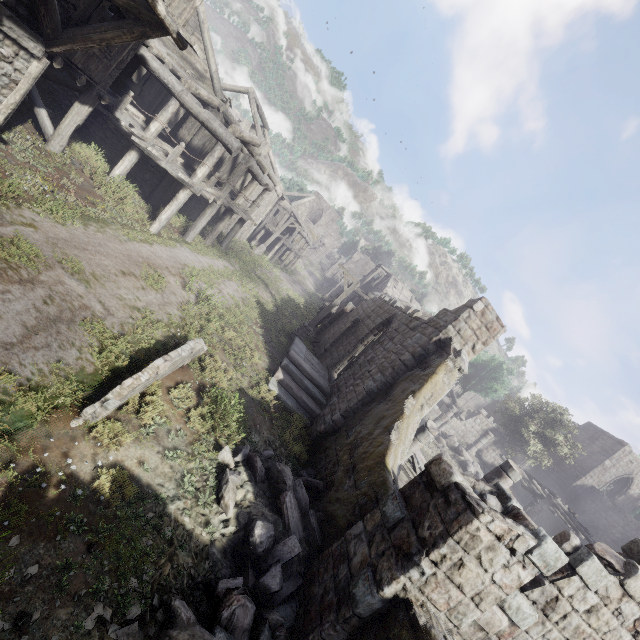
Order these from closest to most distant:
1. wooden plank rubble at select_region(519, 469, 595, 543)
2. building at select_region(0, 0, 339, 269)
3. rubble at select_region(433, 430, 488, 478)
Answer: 1. building at select_region(0, 0, 339, 269)
2. wooden plank rubble at select_region(519, 469, 595, 543)
3. rubble at select_region(433, 430, 488, 478)

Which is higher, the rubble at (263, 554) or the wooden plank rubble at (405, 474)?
the wooden plank rubble at (405, 474)

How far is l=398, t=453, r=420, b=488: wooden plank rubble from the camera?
10.5m

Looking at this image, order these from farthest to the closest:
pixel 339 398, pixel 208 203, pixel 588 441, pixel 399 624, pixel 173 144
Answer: pixel 588 441, pixel 208 203, pixel 173 144, pixel 339 398, pixel 399 624

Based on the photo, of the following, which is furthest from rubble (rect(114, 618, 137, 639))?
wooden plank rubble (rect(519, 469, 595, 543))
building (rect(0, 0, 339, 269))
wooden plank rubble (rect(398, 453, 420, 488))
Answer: wooden plank rubble (rect(519, 469, 595, 543))

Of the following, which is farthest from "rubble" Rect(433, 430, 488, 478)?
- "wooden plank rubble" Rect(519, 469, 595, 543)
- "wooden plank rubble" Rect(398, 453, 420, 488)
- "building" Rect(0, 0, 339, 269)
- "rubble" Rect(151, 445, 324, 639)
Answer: "rubble" Rect(151, 445, 324, 639)

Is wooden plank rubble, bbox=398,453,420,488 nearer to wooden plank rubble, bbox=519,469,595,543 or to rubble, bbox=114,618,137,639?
rubble, bbox=114,618,137,639

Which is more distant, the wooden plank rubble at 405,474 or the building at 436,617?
the wooden plank rubble at 405,474
